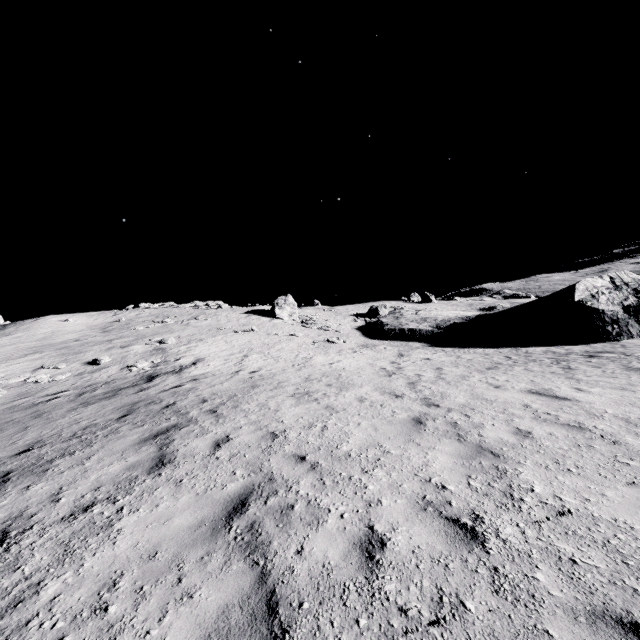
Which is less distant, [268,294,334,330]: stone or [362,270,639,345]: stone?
[362,270,639,345]: stone

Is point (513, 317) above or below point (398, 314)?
below

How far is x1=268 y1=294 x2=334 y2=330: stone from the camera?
35.22m

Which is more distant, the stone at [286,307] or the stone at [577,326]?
the stone at [286,307]

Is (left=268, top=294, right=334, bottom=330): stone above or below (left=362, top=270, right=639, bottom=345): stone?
above

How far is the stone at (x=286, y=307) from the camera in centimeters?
3522cm
